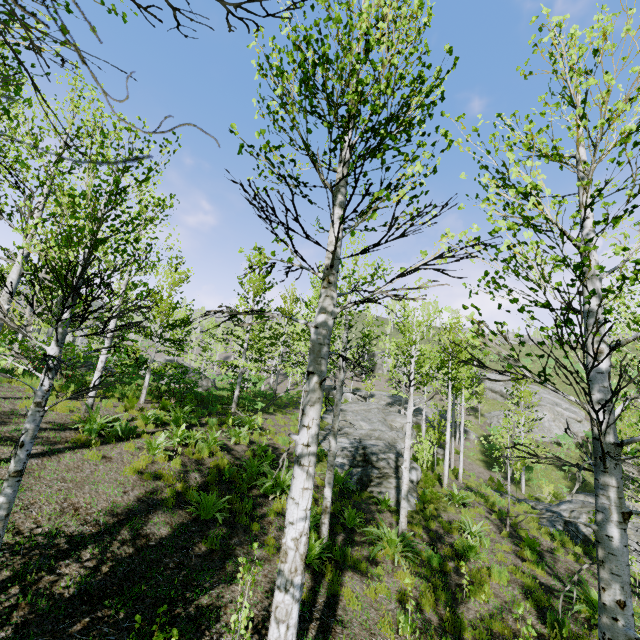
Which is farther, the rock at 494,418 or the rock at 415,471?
the rock at 494,418

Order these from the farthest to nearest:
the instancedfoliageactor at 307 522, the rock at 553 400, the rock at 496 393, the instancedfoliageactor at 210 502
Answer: the rock at 496 393 → the rock at 553 400 → the instancedfoliageactor at 210 502 → the instancedfoliageactor at 307 522

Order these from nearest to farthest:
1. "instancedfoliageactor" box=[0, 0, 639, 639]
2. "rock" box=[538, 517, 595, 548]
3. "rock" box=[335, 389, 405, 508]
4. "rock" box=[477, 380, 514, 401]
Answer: "instancedfoliageactor" box=[0, 0, 639, 639] → "rock" box=[538, 517, 595, 548] → "rock" box=[335, 389, 405, 508] → "rock" box=[477, 380, 514, 401]

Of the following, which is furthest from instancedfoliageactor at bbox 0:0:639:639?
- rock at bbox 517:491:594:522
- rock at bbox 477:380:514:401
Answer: rock at bbox 477:380:514:401

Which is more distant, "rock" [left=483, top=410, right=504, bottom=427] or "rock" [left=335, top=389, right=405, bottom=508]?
"rock" [left=483, top=410, right=504, bottom=427]

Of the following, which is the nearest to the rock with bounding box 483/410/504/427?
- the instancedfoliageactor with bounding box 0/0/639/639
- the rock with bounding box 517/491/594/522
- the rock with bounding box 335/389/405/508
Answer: the instancedfoliageactor with bounding box 0/0/639/639

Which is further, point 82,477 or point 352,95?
point 82,477

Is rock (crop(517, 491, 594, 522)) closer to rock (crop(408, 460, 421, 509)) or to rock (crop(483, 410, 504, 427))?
rock (crop(408, 460, 421, 509))
